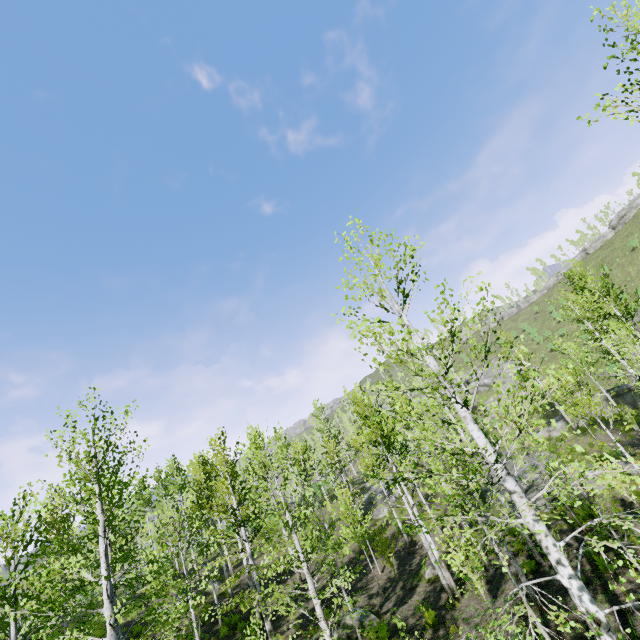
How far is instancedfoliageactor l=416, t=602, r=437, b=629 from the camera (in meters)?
10.86

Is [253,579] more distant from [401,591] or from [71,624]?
[71,624]

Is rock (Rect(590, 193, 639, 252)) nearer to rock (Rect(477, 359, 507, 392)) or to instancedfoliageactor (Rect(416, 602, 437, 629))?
rock (Rect(477, 359, 507, 392))

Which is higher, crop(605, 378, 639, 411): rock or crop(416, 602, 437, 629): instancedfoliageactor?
crop(605, 378, 639, 411): rock

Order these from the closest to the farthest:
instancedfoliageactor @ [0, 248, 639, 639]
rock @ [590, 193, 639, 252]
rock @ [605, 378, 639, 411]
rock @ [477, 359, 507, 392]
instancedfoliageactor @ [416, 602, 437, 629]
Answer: instancedfoliageactor @ [0, 248, 639, 639]
instancedfoliageactor @ [416, 602, 437, 629]
rock @ [605, 378, 639, 411]
rock @ [477, 359, 507, 392]
rock @ [590, 193, 639, 252]

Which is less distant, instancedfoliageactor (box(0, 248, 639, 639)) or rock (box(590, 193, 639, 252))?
instancedfoliageactor (box(0, 248, 639, 639))

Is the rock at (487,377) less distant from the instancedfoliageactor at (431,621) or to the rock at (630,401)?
the instancedfoliageactor at (431,621)
